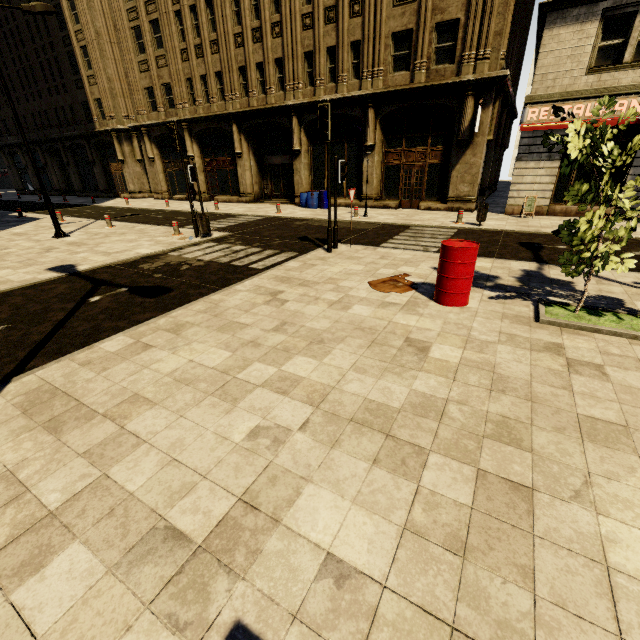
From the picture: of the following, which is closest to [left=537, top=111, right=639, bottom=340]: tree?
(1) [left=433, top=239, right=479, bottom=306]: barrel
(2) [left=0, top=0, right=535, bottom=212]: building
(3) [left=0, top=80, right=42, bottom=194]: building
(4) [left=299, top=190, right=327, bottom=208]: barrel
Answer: (1) [left=433, top=239, right=479, bottom=306]: barrel

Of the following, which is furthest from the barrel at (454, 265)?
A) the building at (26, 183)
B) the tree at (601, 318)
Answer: the building at (26, 183)

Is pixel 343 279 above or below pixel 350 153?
below

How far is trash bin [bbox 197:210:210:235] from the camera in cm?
1227

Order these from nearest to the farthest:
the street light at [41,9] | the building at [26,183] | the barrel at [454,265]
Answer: the barrel at [454,265] < the street light at [41,9] < the building at [26,183]

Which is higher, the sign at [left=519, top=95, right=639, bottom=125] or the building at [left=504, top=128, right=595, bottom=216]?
the sign at [left=519, top=95, right=639, bottom=125]

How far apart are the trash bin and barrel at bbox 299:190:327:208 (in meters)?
8.82

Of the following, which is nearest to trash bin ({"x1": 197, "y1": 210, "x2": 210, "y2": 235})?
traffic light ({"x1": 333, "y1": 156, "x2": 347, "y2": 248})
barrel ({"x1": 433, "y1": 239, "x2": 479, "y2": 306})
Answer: traffic light ({"x1": 333, "y1": 156, "x2": 347, "y2": 248})
